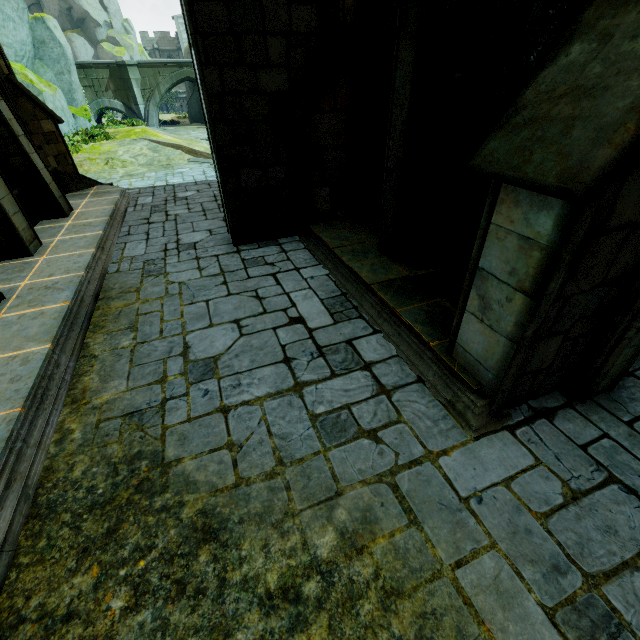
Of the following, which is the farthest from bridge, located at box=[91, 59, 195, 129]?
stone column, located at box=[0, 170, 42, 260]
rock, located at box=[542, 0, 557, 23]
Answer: rock, located at box=[542, 0, 557, 23]

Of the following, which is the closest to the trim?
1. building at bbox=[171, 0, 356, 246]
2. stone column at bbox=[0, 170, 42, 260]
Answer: building at bbox=[171, 0, 356, 246]

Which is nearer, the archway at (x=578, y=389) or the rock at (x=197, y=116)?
the archway at (x=578, y=389)

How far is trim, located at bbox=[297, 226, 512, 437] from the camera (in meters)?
3.44

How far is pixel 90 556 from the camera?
2.6 meters

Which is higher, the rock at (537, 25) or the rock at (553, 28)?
the rock at (537, 25)

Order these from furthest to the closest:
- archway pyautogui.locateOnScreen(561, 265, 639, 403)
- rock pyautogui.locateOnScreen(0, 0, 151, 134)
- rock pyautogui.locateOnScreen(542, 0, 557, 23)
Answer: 1. rock pyautogui.locateOnScreen(0, 0, 151, 134)
2. rock pyautogui.locateOnScreen(542, 0, 557, 23)
3. archway pyautogui.locateOnScreen(561, 265, 639, 403)

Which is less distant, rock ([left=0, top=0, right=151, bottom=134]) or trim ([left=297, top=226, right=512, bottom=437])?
trim ([left=297, top=226, right=512, bottom=437])
